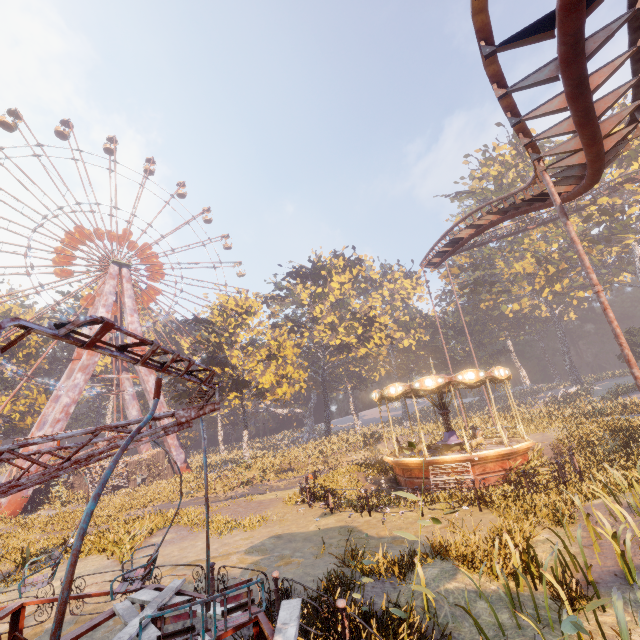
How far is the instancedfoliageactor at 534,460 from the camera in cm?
1431

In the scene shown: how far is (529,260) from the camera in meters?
53.4

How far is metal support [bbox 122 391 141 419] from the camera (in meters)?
41.38

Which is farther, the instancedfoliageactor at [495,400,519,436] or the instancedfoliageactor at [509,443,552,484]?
the instancedfoliageactor at [495,400,519,436]

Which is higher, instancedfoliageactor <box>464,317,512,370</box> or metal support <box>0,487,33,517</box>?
instancedfoliageactor <box>464,317,512,370</box>

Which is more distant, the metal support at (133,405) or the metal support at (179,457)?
the metal support at (133,405)

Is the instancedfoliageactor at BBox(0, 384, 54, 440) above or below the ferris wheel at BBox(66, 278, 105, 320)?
below

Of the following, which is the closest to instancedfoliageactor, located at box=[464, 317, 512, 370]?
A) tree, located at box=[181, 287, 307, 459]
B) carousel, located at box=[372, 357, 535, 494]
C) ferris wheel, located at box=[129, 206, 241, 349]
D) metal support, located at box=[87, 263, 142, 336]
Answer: carousel, located at box=[372, 357, 535, 494]
